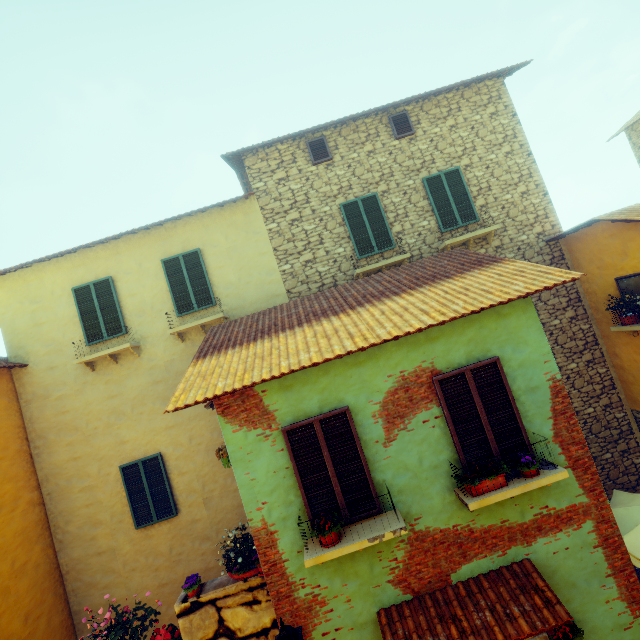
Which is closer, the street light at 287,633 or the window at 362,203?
the street light at 287,633

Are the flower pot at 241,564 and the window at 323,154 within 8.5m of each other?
no

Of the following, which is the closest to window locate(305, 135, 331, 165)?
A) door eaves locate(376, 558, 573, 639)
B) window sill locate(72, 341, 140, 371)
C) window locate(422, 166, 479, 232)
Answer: window locate(422, 166, 479, 232)

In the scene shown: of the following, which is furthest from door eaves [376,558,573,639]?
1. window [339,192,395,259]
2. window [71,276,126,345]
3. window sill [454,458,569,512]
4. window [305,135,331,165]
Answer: window [305,135,331,165]

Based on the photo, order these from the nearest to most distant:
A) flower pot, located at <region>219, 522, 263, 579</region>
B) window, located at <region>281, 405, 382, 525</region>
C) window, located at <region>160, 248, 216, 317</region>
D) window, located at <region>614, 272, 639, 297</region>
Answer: window, located at <region>281, 405, 382, 525</region>
flower pot, located at <region>219, 522, 263, 579</region>
window, located at <region>614, 272, 639, 297</region>
window, located at <region>160, 248, 216, 317</region>

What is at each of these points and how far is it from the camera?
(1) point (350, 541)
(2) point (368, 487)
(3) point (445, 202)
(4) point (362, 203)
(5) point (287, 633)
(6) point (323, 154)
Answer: (1) window sill, 4.6 meters
(2) window, 5.0 meters
(3) window, 9.0 meters
(4) window, 9.0 meters
(5) street light, 4.2 meters
(6) window, 9.1 meters

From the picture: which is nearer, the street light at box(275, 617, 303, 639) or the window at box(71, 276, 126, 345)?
the street light at box(275, 617, 303, 639)

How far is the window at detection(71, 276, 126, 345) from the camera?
8.7m
